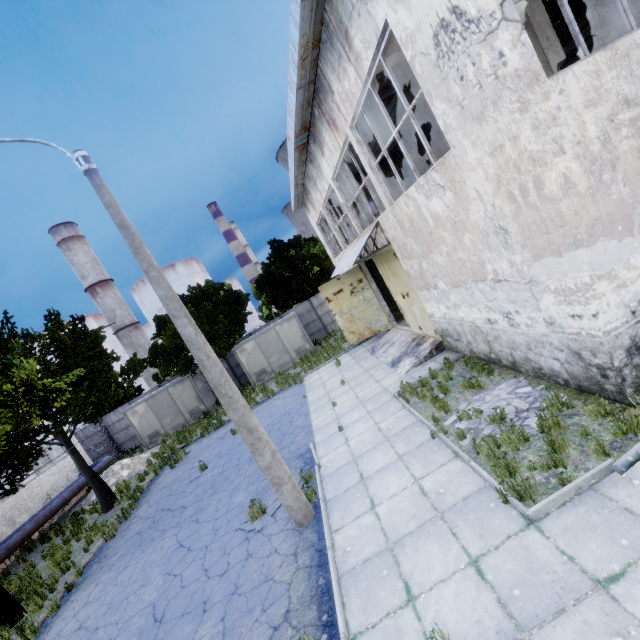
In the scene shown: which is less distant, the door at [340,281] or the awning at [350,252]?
the awning at [350,252]

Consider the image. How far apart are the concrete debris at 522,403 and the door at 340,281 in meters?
9.2

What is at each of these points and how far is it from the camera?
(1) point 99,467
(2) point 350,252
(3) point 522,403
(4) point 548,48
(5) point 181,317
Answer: (1) pipe, 20.98m
(2) awning, 14.03m
(3) concrete debris, 6.75m
(4) column, 7.82m
(5) lamp post, 6.54m

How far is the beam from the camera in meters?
7.5 m

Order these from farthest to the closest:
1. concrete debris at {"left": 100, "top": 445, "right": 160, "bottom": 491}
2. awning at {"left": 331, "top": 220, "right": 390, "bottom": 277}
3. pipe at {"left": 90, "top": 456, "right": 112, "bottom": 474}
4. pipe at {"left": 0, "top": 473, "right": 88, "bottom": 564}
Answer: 1. pipe at {"left": 90, "top": 456, "right": 112, "bottom": 474}
2. concrete debris at {"left": 100, "top": 445, "right": 160, "bottom": 491}
3. pipe at {"left": 0, "top": 473, "right": 88, "bottom": 564}
4. awning at {"left": 331, "top": 220, "right": 390, "bottom": 277}

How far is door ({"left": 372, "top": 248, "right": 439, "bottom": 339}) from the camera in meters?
11.8 m

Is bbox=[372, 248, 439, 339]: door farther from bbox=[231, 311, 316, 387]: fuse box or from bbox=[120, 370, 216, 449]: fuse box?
bbox=[120, 370, 216, 449]: fuse box

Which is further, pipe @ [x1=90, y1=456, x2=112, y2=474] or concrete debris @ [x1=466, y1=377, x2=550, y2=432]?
pipe @ [x1=90, y1=456, x2=112, y2=474]
